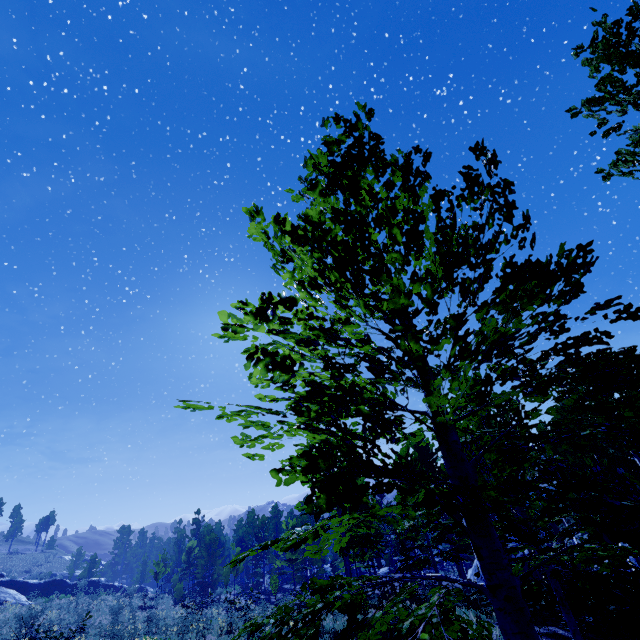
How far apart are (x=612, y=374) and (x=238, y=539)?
59.7m

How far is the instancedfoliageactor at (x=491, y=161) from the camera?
2.9m

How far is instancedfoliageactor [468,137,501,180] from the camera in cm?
292

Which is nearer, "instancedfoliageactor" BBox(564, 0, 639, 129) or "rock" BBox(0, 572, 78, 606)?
"instancedfoliageactor" BBox(564, 0, 639, 129)

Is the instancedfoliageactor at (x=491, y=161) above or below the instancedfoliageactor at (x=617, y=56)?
below

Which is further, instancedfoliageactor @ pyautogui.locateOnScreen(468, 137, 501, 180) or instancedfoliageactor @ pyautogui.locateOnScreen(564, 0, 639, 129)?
instancedfoliageactor @ pyautogui.locateOnScreen(564, 0, 639, 129)

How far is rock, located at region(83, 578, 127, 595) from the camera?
42.06m
